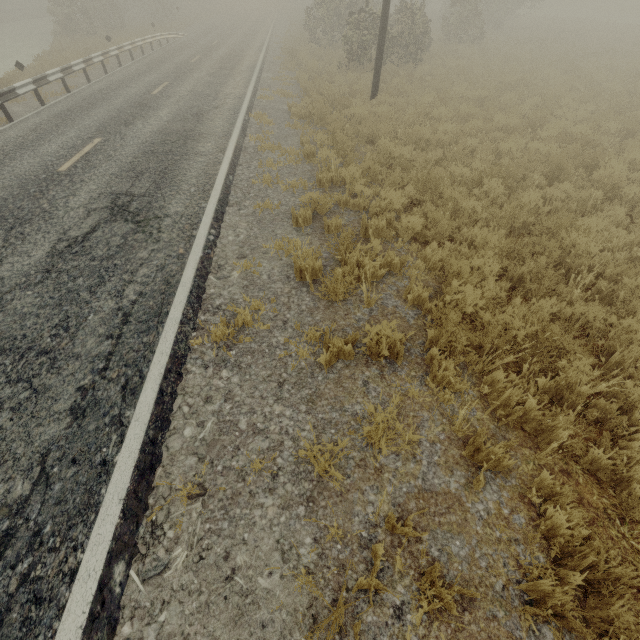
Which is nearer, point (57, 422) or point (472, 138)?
point (57, 422)
